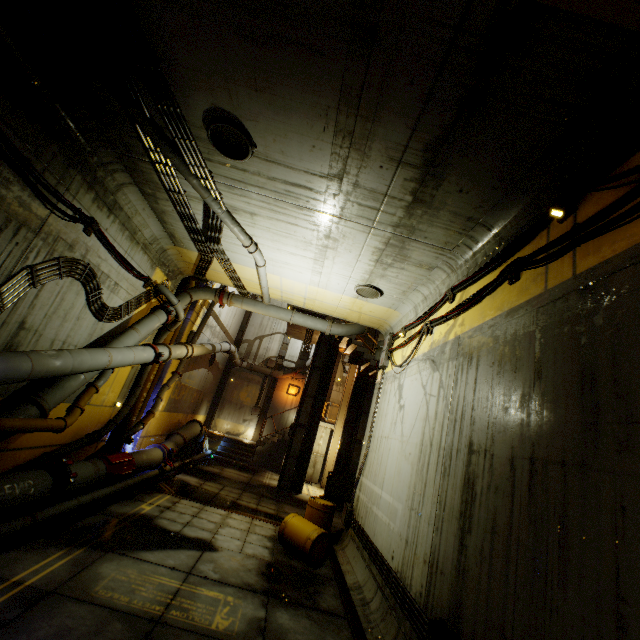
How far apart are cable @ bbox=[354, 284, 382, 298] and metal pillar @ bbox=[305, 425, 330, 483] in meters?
13.3 m

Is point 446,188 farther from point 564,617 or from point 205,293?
point 205,293

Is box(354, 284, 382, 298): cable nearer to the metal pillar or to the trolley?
the trolley

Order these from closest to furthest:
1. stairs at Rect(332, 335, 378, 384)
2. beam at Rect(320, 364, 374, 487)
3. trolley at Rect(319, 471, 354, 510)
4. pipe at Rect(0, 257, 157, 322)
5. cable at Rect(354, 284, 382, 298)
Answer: pipe at Rect(0, 257, 157, 322), cable at Rect(354, 284, 382, 298), trolley at Rect(319, 471, 354, 510), stairs at Rect(332, 335, 378, 384), beam at Rect(320, 364, 374, 487)

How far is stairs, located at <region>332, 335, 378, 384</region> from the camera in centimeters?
1523cm

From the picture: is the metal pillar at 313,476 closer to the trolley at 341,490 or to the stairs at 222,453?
the stairs at 222,453

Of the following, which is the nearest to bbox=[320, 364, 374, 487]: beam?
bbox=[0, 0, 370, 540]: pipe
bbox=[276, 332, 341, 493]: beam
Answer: bbox=[0, 0, 370, 540]: pipe

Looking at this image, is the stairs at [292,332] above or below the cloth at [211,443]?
above
